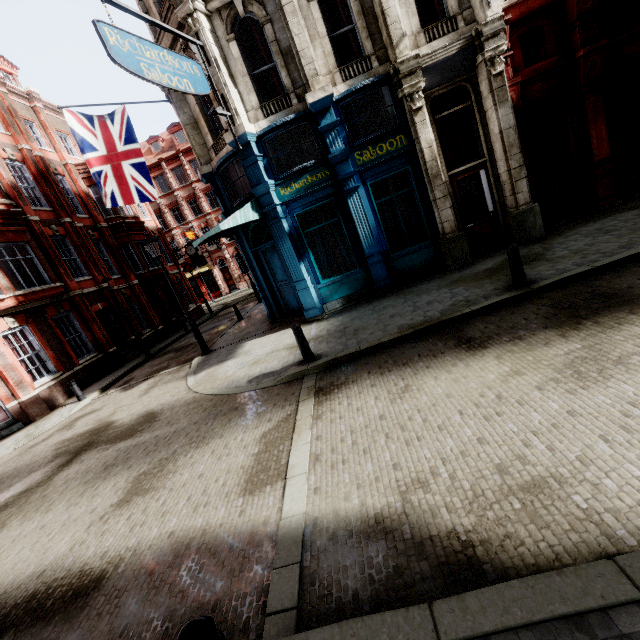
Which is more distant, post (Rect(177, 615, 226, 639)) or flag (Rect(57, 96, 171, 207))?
flag (Rect(57, 96, 171, 207))

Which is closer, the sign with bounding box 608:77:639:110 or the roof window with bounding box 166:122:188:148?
the sign with bounding box 608:77:639:110

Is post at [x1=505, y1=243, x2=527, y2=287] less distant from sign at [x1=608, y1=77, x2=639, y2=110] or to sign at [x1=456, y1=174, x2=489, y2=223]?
sign at [x1=456, y1=174, x2=489, y2=223]

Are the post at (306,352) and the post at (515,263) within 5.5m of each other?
yes

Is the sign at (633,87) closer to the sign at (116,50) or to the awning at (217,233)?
the sign at (116,50)

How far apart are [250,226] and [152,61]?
5.19m

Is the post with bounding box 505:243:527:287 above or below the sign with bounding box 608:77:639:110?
below

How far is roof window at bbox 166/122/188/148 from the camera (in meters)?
39.53
